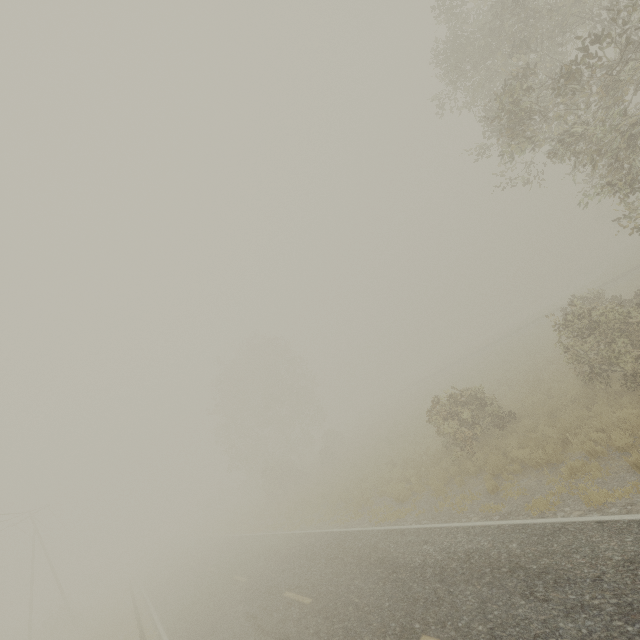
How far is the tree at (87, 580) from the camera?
33.12m

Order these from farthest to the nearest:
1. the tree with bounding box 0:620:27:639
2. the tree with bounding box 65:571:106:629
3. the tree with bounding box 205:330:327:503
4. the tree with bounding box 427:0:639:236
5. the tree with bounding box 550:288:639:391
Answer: the tree with bounding box 0:620:27:639
the tree with bounding box 205:330:327:503
the tree with bounding box 65:571:106:629
the tree with bounding box 550:288:639:391
the tree with bounding box 427:0:639:236

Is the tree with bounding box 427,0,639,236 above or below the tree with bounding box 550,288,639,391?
above

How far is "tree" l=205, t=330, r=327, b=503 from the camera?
36.3m

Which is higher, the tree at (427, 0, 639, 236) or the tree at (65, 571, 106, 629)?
the tree at (427, 0, 639, 236)

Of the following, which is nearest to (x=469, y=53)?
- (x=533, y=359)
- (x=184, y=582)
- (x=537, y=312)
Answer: (x=533, y=359)

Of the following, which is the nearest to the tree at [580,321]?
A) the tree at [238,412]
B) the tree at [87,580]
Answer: the tree at [238,412]

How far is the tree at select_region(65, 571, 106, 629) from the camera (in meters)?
33.12
